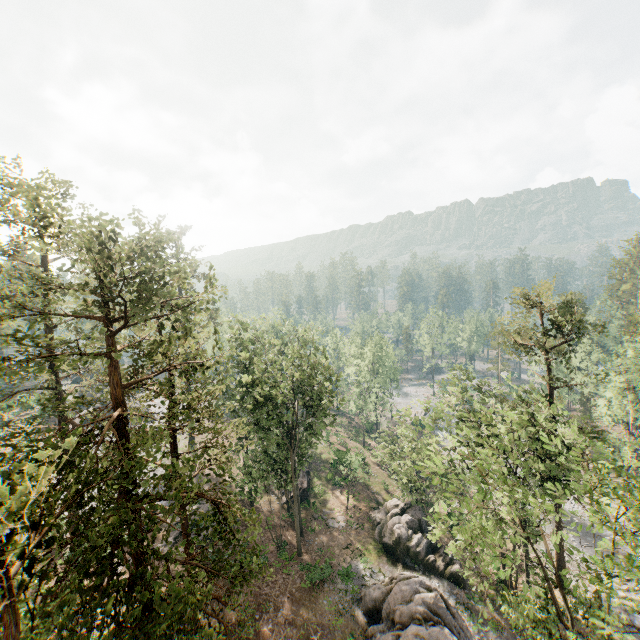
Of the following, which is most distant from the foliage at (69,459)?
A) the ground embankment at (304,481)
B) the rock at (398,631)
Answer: the rock at (398,631)

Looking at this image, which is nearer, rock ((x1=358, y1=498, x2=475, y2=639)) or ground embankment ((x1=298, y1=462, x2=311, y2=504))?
rock ((x1=358, y1=498, x2=475, y2=639))

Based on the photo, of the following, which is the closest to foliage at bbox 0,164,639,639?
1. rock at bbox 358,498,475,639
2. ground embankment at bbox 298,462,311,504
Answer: ground embankment at bbox 298,462,311,504

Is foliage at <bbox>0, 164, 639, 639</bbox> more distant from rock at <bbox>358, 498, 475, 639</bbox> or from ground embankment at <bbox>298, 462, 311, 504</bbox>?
rock at <bbox>358, 498, 475, 639</bbox>

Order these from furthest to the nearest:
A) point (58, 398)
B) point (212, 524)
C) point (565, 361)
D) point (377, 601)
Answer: point (212, 524)
point (565, 361)
point (58, 398)
point (377, 601)

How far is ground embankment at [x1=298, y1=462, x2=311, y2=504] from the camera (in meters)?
36.88

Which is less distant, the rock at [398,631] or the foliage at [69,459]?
the foliage at [69,459]

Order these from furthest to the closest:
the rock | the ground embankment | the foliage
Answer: the ground embankment → the rock → the foliage
